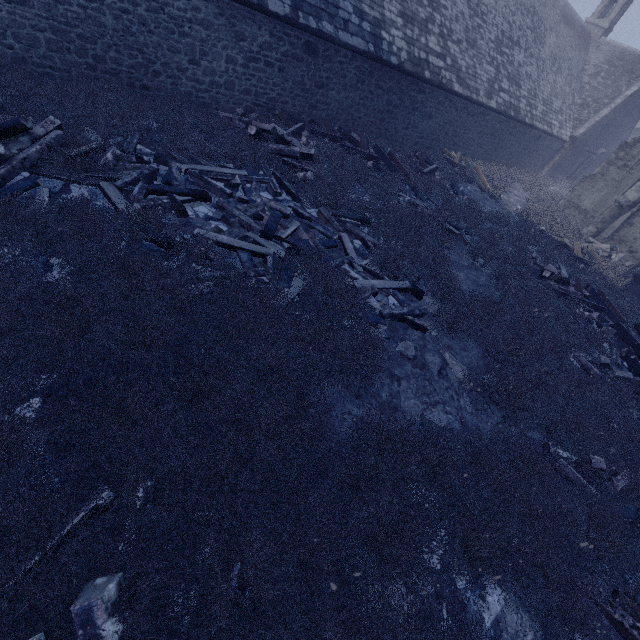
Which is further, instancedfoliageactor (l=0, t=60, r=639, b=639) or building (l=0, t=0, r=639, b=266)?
building (l=0, t=0, r=639, b=266)

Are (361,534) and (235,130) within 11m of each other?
yes

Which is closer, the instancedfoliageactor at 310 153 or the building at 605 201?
the instancedfoliageactor at 310 153

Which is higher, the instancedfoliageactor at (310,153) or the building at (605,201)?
the building at (605,201)

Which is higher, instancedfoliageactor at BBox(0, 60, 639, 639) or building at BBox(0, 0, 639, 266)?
building at BBox(0, 0, 639, 266)
